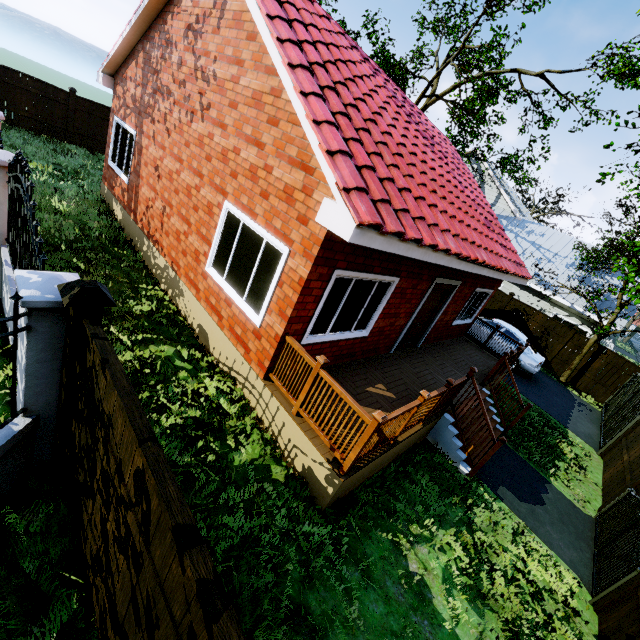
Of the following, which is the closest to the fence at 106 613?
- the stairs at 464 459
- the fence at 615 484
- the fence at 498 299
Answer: the stairs at 464 459

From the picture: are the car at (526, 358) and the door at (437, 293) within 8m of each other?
yes

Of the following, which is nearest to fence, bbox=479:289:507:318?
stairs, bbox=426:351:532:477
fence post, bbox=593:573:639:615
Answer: stairs, bbox=426:351:532:477

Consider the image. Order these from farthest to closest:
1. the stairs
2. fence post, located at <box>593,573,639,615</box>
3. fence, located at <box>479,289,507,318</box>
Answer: fence, located at <box>479,289,507,318</box>
the stairs
fence post, located at <box>593,573,639,615</box>

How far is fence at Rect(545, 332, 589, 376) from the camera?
15.8m

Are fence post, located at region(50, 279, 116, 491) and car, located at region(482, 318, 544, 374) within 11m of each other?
no

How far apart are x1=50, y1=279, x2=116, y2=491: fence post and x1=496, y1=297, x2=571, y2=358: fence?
19.5m

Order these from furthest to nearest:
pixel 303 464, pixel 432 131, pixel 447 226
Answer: pixel 432 131 < pixel 447 226 < pixel 303 464
